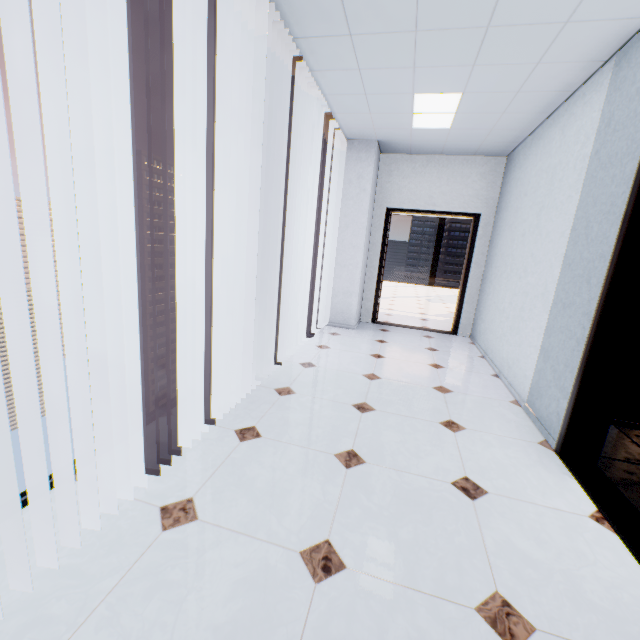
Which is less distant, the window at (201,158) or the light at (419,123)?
the window at (201,158)

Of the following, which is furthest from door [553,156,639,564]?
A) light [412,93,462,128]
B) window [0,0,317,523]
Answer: window [0,0,317,523]

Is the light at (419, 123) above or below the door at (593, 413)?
above

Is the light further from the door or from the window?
the door

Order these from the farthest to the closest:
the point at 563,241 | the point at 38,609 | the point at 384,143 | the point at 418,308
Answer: the point at 418,308 < the point at 384,143 < the point at 563,241 < the point at 38,609

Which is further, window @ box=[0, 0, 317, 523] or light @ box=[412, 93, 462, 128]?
light @ box=[412, 93, 462, 128]
